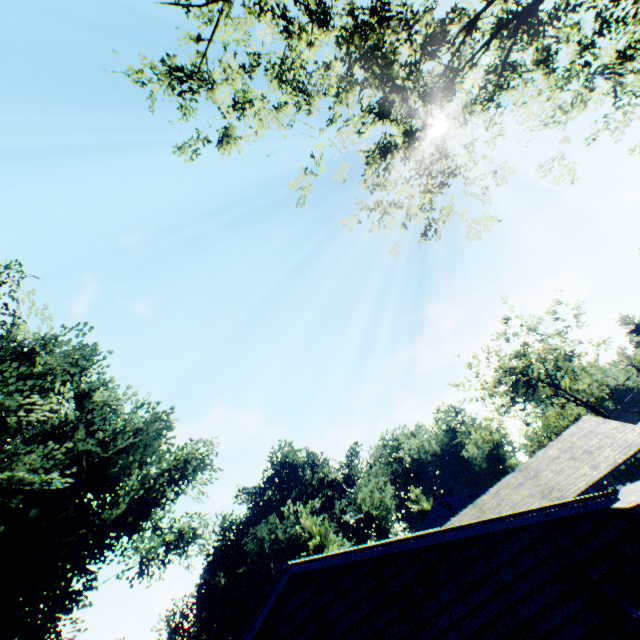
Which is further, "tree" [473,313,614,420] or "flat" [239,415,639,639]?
"tree" [473,313,614,420]

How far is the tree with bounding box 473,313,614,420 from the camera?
38.2m

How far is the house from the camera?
34.0 meters

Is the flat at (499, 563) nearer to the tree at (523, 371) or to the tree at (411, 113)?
the tree at (411, 113)

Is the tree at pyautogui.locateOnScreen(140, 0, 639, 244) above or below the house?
above

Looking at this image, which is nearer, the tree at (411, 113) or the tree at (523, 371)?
the tree at (411, 113)

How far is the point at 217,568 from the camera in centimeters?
3859cm

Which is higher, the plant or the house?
the plant
